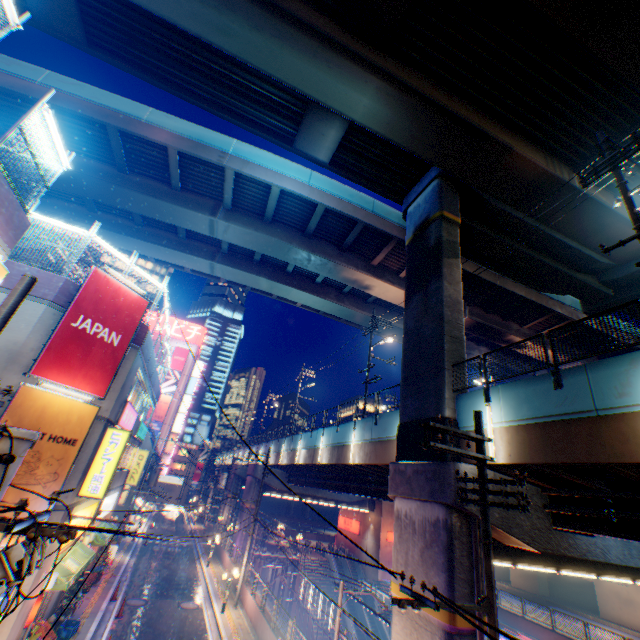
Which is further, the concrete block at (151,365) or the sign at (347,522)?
the sign at (347,522)

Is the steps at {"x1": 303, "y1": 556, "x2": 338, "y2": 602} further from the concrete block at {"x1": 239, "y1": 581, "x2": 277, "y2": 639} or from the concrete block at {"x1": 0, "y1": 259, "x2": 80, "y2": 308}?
the concrete block at {"x1": 0, "y1": 259, "x2": 80, "y2": 308}

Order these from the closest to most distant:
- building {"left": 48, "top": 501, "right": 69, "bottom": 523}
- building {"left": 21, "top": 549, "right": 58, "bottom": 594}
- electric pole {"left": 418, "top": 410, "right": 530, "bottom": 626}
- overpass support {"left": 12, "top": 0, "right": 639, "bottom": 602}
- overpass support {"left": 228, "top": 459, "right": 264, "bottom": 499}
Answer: Result: electric pole {"left": 418, "top": 410, "right": 530, "bottom": 626} < building {"left": 21, "top": 549, "right": 58, "bottom": 594} < building {"left": 48, "top": 501, "right": 69, "bottom": 523} < overpass support {"left": 12, "top": 0, "right": 639, "bottom": 602} < overpass support {"left": 228, "top": 459, "right": 264, "bottom": 499}

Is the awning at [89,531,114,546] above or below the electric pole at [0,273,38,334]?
below

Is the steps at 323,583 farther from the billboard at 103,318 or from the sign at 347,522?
the billboard at 103,318

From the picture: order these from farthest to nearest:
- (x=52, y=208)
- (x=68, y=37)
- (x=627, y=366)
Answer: (x=52, y=208) → (x=68, y=37) → (x=627, y=366)

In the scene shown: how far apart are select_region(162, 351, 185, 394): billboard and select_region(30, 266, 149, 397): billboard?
48.5m
